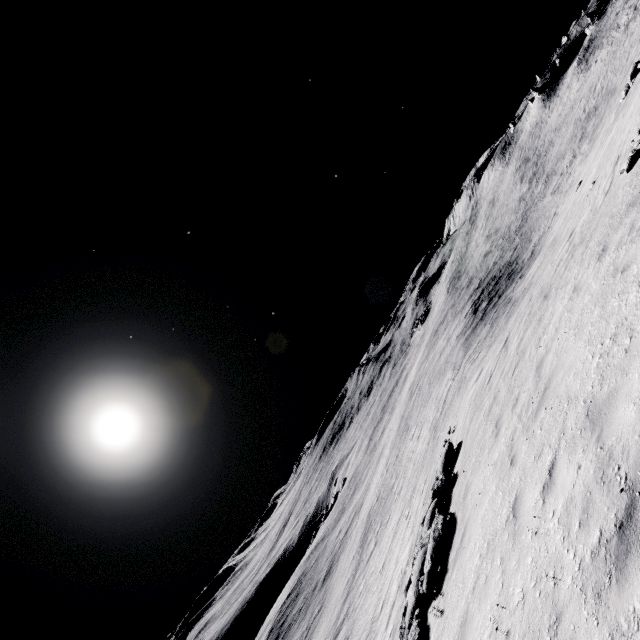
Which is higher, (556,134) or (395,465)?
(556,134)
